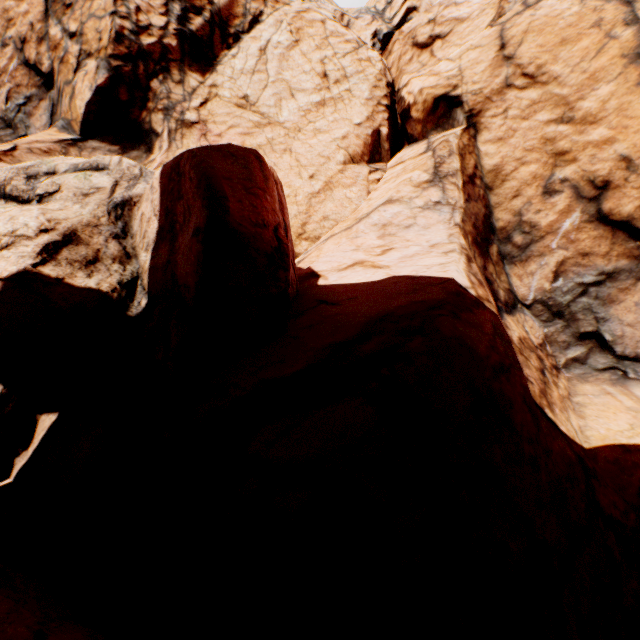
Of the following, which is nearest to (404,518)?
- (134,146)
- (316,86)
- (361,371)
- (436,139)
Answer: (361,371)
